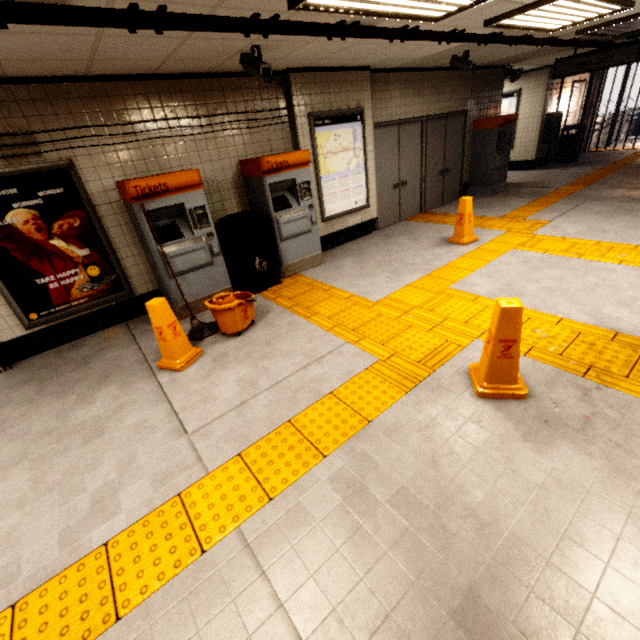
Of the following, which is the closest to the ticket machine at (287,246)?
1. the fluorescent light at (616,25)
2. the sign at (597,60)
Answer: the fluorescent light at (616,25)

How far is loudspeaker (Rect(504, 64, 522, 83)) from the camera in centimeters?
830cm

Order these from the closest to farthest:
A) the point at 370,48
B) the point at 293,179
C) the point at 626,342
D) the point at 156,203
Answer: the point at 626,342, the point at 156,203, the point at 370,48, the point at 293,179

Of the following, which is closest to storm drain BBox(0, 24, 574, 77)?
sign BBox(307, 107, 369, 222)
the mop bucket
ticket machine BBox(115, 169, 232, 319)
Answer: sign BBox(307, 107, 369, 222)

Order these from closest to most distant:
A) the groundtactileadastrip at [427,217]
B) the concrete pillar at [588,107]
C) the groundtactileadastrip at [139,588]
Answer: the groundtactileadastrip at [139,588]
the groundtactileadastrip at [427,217]
the concrete pillar at [588,107]

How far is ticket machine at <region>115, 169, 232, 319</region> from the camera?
3.9m

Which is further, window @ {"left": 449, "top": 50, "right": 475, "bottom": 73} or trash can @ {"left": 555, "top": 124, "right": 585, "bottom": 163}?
trash can @ {"left": 555, "top": 124, "right": 585, "bottom": 163}

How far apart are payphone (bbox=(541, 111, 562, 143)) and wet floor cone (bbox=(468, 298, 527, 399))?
11.96m
